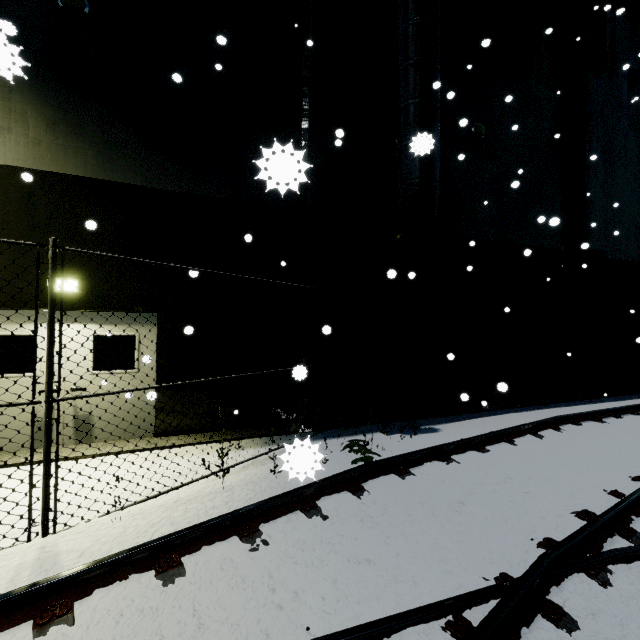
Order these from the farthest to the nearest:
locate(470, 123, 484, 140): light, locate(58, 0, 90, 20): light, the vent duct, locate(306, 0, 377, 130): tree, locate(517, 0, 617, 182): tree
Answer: locate(517, 0, 617, 182): tree < locate(470, 123, 484, 140): light < locate(306, 0, 377, 130): tree < the vent duct < locate(58, 0, 90, 20): light

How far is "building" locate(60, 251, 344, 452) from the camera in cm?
617

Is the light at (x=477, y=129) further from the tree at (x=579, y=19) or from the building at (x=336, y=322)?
Result: the tree at (x=579, y=19)

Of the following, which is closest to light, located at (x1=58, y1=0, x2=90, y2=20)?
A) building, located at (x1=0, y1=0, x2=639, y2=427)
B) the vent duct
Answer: building, located at (x1=0, y1=0, x2=639, y2=427)

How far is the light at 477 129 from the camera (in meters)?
9.46

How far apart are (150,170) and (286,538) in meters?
6.8

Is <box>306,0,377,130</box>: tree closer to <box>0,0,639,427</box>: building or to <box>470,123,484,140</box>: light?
<box>0,0,639,427</box>: building

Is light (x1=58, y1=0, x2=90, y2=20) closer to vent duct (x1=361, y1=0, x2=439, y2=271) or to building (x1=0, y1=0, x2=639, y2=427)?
building (x1=0, y1=0, x2=639, y2=427)
